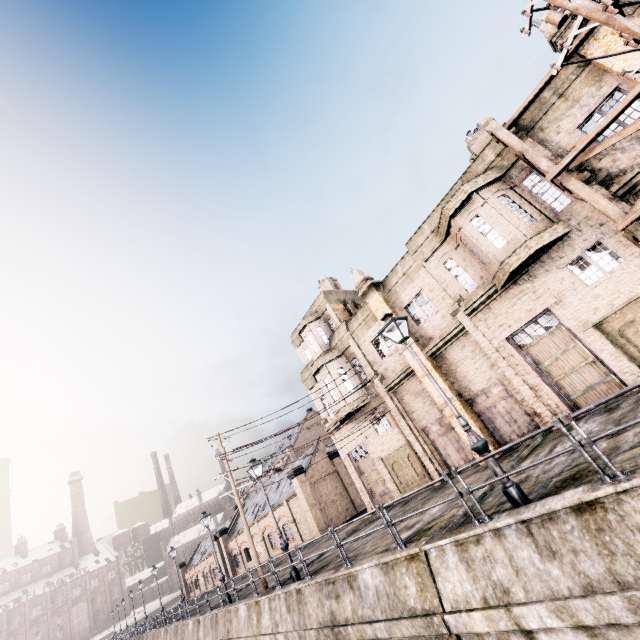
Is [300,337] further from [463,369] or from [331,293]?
[463,369]

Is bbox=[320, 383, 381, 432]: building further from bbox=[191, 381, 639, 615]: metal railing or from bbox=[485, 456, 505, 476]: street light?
bbox=[191, 381, 639, 615]: metal railing

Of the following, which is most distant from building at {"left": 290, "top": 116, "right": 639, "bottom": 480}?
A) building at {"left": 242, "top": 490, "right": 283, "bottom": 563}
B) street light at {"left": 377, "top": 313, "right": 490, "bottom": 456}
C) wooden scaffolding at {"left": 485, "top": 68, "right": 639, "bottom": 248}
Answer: building at {"left": 242, "top": 490, "right": 283, "bottom": 563}

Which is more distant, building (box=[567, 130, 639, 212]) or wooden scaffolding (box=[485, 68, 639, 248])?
building (box=[567, 130, 639, 212])

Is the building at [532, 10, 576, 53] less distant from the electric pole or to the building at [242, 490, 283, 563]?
the electric pole

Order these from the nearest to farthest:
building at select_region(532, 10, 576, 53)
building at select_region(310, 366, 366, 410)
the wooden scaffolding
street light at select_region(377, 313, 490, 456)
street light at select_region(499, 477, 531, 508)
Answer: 1. street light at select_region(499, 477, 531, 508)
2. street light at select_region(377, 313, 490, 456)
3. the wooden scaffolding
4. building at select_region(532, 10, 576, 53)
5. building at select_region(310, 366, 366, 410)

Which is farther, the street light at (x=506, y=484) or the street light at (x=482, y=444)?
the street light at (x=482, y=444)

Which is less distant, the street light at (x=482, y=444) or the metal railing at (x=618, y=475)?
the metal railing at (x=618, y=475)
